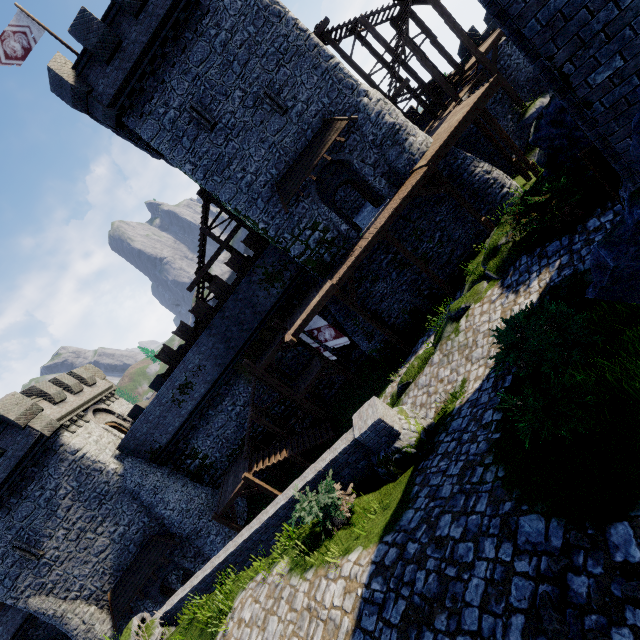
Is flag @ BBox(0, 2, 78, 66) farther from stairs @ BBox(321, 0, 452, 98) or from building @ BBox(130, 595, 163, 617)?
building @ BBox(130, 595, 163, 617)

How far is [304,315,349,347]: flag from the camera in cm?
1789

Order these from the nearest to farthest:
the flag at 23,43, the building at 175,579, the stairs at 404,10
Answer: the flag at 23,43 → the stairs at 404,10 → the building at 175,579

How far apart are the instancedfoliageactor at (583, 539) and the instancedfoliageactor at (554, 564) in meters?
0.2

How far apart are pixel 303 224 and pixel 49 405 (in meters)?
20.11

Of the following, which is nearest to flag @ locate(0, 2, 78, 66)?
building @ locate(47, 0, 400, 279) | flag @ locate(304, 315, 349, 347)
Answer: building @ locate(47, 0, 400, 279)

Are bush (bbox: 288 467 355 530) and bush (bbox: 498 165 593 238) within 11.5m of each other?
yes

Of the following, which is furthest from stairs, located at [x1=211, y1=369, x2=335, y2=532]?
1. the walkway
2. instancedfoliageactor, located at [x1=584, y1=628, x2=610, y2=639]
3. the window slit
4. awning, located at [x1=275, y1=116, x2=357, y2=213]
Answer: instancedfoliageactor, located at [x1=584, y1=628, x2=610, y2=639]
